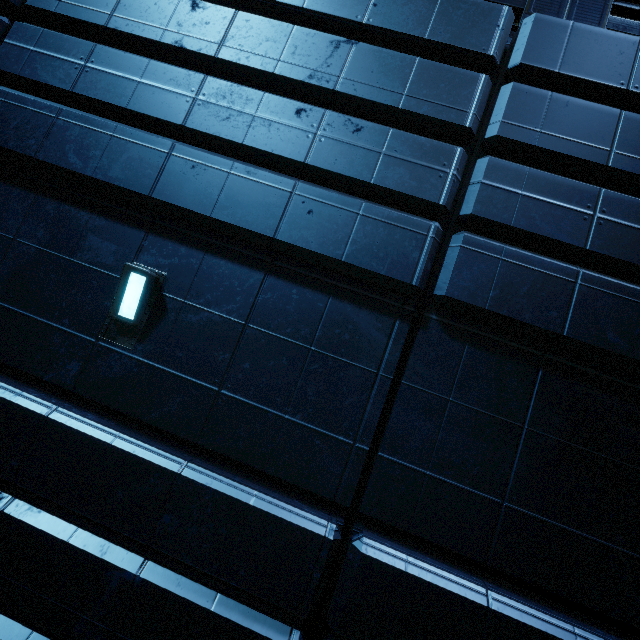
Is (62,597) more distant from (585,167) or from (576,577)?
(585,167)
